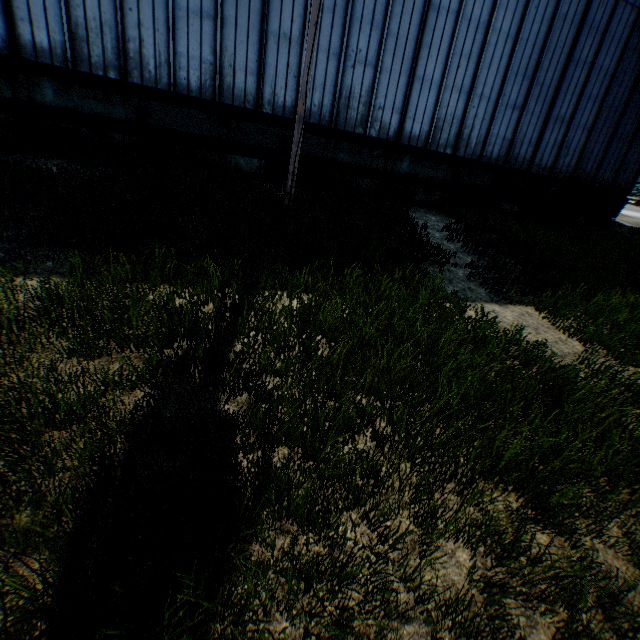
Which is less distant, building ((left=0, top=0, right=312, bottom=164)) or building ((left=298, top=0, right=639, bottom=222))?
building ((left=0, top=0, right=312, bottom=164))

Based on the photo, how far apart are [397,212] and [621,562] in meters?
10.7 m

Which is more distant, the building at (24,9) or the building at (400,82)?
the building at (400,82)
